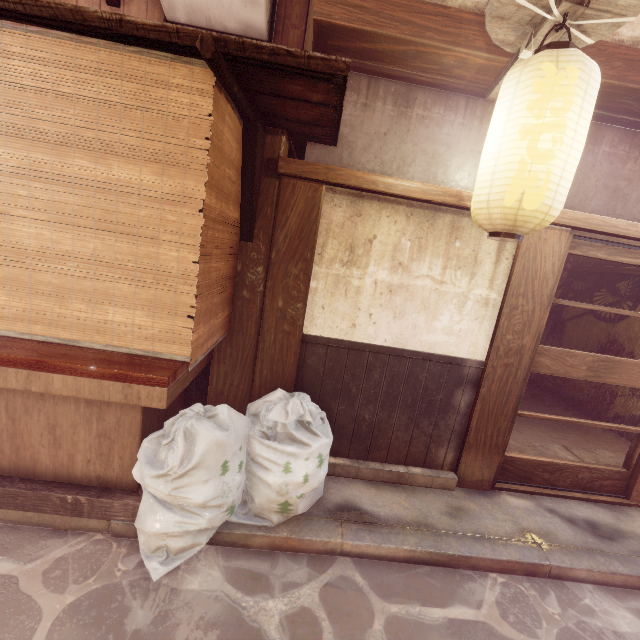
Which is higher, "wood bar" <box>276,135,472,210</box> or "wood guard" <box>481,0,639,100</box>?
"wood guard" <box>481,0,639,100</box>

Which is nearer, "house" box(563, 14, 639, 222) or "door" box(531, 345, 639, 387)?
"house" box(563, 14, 639, 222)

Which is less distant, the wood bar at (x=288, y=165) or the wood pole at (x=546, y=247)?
the wood bar at (x=288, y=165)

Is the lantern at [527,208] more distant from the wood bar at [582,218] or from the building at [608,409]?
the building at [608,409]

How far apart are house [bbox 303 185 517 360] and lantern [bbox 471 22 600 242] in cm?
77

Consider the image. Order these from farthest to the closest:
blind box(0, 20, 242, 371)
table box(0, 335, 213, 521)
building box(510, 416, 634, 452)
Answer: building box(510, 416, 634, 452), table box(0, 335, 213, 521), blind box(0, 20, 242, 371)

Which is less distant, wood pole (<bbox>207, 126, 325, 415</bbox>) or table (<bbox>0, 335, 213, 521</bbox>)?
table (<bbox>0, 335, 213, 521</bbox>)

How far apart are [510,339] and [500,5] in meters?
4.8 m
